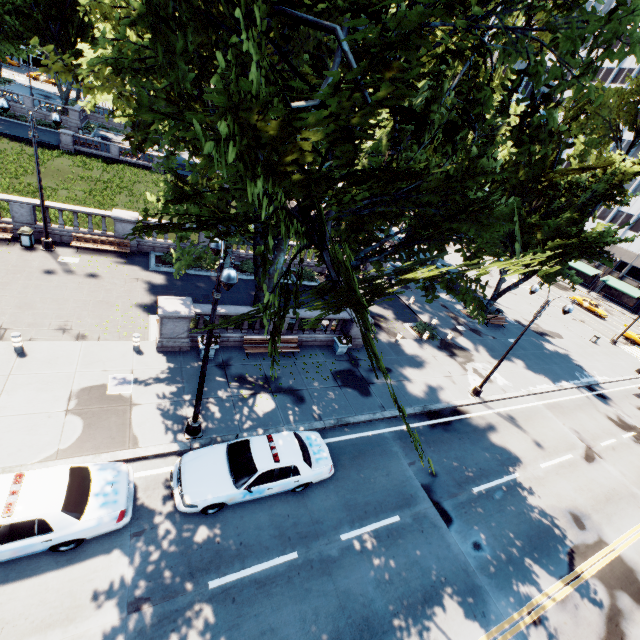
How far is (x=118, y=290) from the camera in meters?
17.4 m

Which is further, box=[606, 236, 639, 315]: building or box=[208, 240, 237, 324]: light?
box=[606, 236, 639, 315]: building

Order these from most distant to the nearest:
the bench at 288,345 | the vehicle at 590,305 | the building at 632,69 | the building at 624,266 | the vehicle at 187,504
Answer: the building at 632,69, the building at 624,266, the vehicle at 590,305, the bench at 288,345, the vehicle at 187,504

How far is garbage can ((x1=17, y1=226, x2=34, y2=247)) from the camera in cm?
1756

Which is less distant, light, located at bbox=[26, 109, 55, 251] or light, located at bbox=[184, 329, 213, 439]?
light, located at bbox=[184, 329, 213, 439]

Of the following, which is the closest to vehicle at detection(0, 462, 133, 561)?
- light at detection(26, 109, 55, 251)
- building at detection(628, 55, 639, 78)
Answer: light at detection(26, 109, 55, 251)

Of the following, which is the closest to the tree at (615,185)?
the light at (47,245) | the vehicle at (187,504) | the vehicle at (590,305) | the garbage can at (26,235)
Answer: the light at (47,245)

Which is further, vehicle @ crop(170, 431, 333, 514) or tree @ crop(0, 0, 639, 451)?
vehicle @ crop(170, 431, 333, 514)
